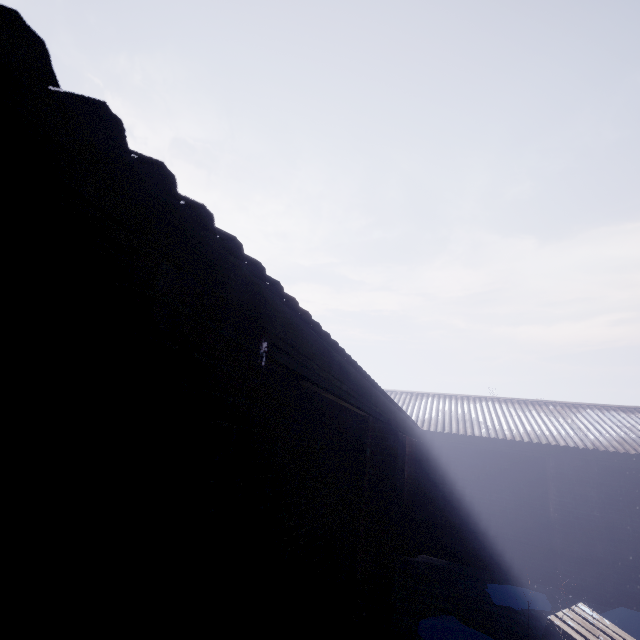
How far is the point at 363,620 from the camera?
2.8 meters
